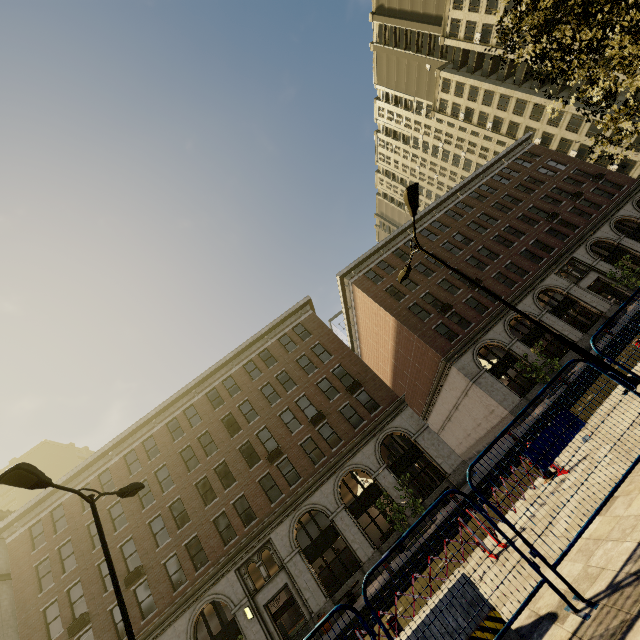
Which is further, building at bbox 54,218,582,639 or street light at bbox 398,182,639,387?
building at bbox 54,218,582,639

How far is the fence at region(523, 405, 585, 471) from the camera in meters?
4.3 m

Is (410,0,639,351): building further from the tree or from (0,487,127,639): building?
(0,487,127,639): building

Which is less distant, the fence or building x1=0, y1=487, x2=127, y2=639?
the fence

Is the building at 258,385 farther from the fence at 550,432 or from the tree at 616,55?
the fence at 550,432

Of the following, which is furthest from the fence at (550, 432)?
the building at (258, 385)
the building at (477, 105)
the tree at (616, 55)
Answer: the building at (477, 105)

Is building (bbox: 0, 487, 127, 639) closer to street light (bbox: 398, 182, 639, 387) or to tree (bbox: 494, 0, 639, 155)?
street light (bbox: 398, 182, 639, 387)

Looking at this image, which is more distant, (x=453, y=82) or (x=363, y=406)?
(x=453, y=82)
